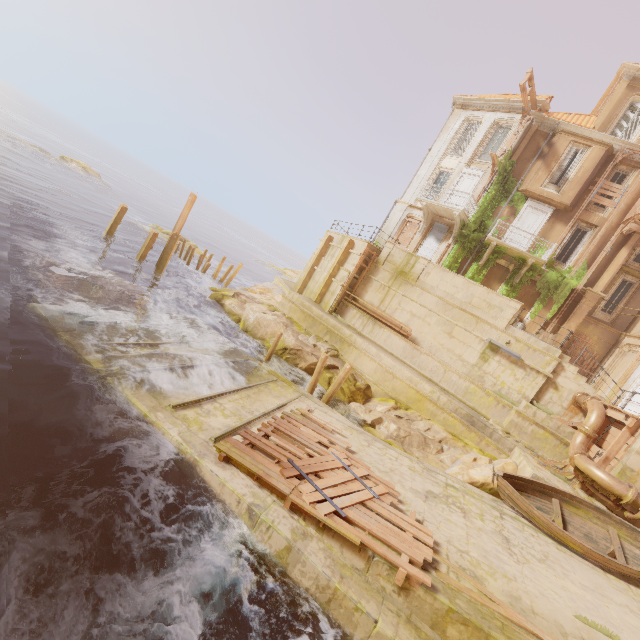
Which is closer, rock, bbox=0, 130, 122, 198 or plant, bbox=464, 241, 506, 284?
plant, bbox=464, 241, 506, 284

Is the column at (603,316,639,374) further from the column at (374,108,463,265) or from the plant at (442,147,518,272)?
the column at (374,108,463,265)

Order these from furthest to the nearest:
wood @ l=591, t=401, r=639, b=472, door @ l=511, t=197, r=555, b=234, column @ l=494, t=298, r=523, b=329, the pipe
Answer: door @ l=511, t=197, r=555, b=234, column @ l=494, t=298, r=523, b=329, wood @ l=591, t=401, r=639, b=472, the pipe

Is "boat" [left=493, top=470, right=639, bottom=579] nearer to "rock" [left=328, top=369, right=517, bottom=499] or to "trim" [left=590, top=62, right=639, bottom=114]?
"rock" [left=328, top=369, right=517, bottom=499]

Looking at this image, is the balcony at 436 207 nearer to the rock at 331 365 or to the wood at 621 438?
the rock at 331 365

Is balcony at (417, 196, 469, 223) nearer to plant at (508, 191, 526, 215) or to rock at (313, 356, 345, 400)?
plant at (508, 191, 526, 215)

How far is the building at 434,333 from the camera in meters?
14.2 m

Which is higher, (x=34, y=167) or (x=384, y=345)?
(x=384, y=345)
